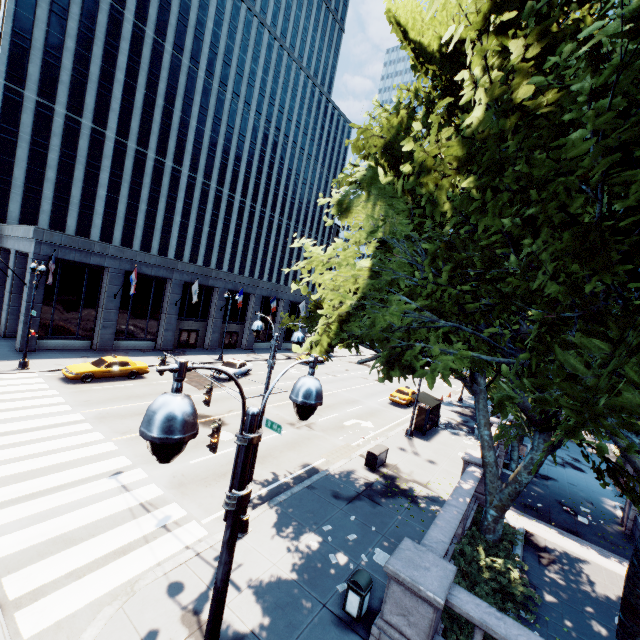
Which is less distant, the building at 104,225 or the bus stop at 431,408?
the bus stop at 431,408

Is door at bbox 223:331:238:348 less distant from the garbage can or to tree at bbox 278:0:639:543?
tree at bbox 278:0:639:543

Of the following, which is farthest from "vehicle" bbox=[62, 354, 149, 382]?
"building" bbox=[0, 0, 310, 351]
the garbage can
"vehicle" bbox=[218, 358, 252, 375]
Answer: the garbage can

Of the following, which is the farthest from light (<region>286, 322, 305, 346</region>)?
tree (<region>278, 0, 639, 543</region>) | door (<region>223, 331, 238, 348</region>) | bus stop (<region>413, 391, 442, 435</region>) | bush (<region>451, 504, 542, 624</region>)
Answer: door (<region>223, 331, 238, 348</region>)

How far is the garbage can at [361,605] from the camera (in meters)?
8.48

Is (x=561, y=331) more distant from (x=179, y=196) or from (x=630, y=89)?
(x=179, y=196)

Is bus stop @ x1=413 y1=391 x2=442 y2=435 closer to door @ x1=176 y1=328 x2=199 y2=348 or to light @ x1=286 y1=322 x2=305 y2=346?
light @ x1=286 y1=322 x2=305 y2=346

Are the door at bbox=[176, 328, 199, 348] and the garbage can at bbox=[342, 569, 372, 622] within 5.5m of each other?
no
